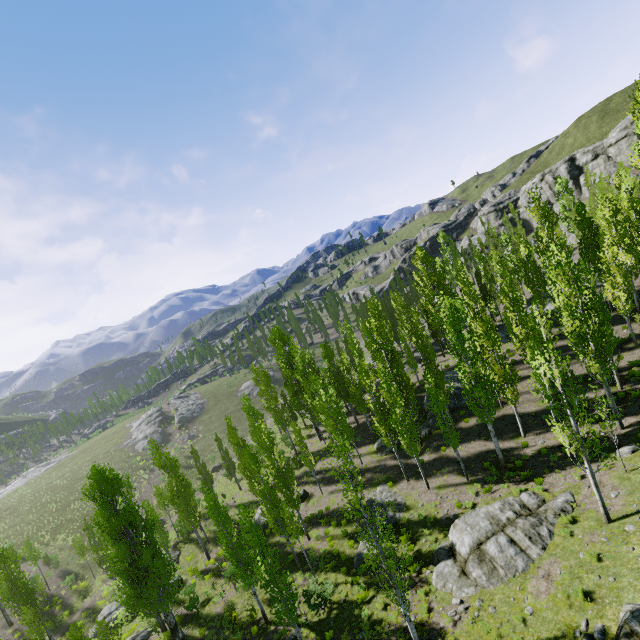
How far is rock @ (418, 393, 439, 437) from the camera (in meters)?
29.56

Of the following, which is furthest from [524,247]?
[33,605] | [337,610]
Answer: [33,605]

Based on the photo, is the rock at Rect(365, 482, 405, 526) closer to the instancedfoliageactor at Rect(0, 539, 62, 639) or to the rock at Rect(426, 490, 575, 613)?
the instancedfoliageactor at Rect(0, 539, 62, 639)

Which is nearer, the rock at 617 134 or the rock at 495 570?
the rock at 495 570

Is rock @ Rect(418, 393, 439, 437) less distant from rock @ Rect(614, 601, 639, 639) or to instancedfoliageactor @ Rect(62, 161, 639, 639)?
instancedfoliageactor @ Rect(62, 161, 639, 639)

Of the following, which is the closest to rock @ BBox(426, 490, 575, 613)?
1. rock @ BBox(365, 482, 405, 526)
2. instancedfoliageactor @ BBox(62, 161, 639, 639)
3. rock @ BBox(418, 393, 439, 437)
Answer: instancedfoliageactor @ BBox(62, 161, 639, 639)

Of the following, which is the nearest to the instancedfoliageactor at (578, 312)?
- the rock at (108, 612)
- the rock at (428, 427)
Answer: the rock at (428, 427)

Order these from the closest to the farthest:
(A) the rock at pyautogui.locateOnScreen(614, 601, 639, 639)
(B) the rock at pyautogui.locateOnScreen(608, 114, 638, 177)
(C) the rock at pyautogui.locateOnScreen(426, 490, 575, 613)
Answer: (A) the rock at pyautogui.locateOnScreen(614, 601, 639, 639)
(C) the rock at pyautogui.locateOnScreen(426, 490, 575, 613)
(B) the rock at pyautogui.locateOnScreen(608, 114, 638, 177)
